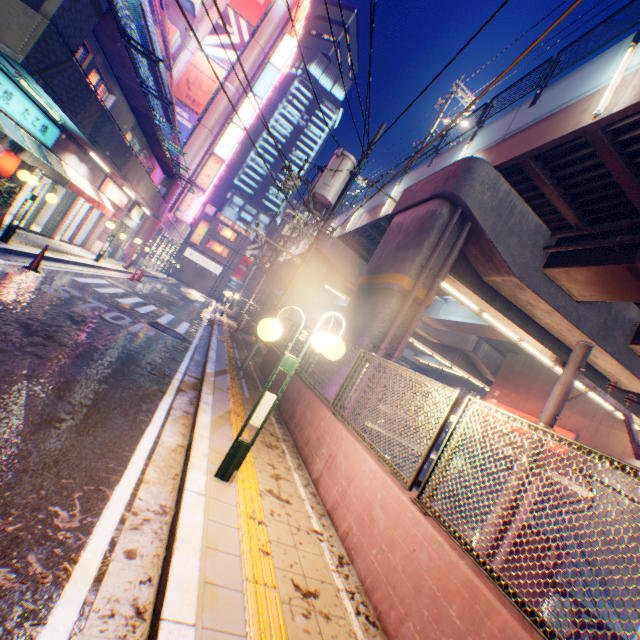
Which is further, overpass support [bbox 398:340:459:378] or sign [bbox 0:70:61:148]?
overpass support [bbox 398:340:459:378]

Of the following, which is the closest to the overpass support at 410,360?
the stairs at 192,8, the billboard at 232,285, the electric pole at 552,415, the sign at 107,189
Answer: the electric pole at 552,415

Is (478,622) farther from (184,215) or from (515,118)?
(184,215)

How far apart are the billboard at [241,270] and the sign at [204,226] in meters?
11.6 m

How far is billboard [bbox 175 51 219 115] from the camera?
26.3m

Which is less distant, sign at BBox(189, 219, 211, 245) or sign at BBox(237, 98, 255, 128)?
sign at BBox(237, 98, 255, 128)

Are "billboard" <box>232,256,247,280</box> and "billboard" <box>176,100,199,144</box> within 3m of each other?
no

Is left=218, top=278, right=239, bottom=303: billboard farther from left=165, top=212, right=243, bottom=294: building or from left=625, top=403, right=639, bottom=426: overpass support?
left=625, top=403, right=639, bottom=426: overpass support
